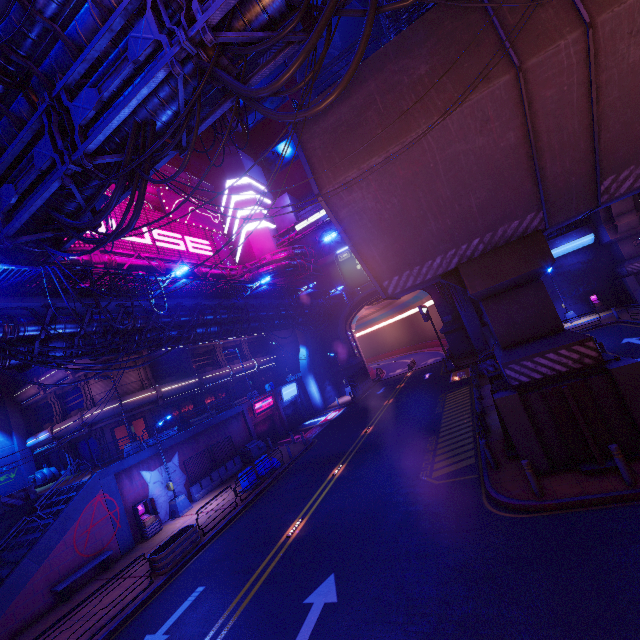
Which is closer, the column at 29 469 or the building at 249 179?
the column at 29 469

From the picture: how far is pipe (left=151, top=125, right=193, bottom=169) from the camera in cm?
990

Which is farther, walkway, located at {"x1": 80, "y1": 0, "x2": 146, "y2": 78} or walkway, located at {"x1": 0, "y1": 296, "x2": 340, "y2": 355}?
walkway, located at {"x1": 0, "y1": 296, "x2": 340, "y2": 355}

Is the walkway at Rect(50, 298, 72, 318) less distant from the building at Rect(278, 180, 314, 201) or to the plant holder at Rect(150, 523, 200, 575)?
the building at Rect(278, 180, 314, 201)

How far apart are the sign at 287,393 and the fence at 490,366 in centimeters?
1964cm

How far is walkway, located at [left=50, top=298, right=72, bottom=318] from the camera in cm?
1312

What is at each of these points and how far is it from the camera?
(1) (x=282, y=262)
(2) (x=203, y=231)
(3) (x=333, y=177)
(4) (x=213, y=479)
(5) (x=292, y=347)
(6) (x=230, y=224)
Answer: (1) pipe, 38.1m
(2) sign, 42.0m
(3) walkway, 9.8m
(4) fence, 23.7m
(5) building, 45.9m
(6) building, 48.8m

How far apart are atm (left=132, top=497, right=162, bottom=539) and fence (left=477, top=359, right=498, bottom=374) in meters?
24.8
